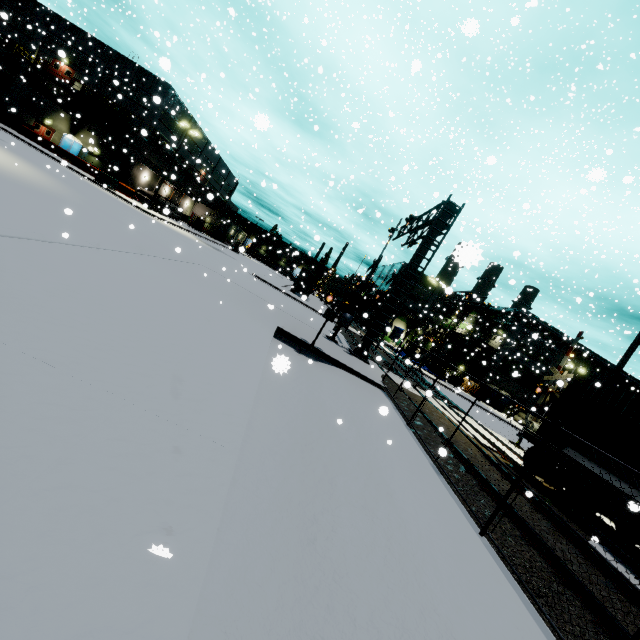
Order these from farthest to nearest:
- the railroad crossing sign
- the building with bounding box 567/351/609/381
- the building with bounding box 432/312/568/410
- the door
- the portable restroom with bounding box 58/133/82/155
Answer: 1. the building with bounding box 567/351/609/381
2. the building with bounding box 432/312/568/410
3. the portable restroom with bounding box 58/133/82/155
4. the door
5. the railroad crossing sign

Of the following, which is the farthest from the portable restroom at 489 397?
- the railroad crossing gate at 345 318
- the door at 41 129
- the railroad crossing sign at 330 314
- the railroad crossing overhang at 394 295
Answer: the door at 41 129

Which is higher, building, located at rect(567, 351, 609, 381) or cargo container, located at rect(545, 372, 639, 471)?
building, located at rect(567, 351, 609, 381)

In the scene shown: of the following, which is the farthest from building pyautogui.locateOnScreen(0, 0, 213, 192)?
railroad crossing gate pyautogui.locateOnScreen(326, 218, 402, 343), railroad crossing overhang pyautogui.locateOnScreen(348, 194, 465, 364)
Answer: railroad crossing overhang pyautogui.locateOnScreen(348, 194, 465, 364)

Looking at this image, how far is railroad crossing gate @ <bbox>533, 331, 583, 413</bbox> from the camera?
17.28m

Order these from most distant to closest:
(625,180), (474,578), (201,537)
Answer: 1. (625,180)
2. (474,578)
3. (201,537)

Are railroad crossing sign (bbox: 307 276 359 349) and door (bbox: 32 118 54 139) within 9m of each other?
no

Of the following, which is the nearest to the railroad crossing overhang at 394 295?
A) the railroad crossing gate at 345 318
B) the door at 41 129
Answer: the railroad crossing gate at 345 318
